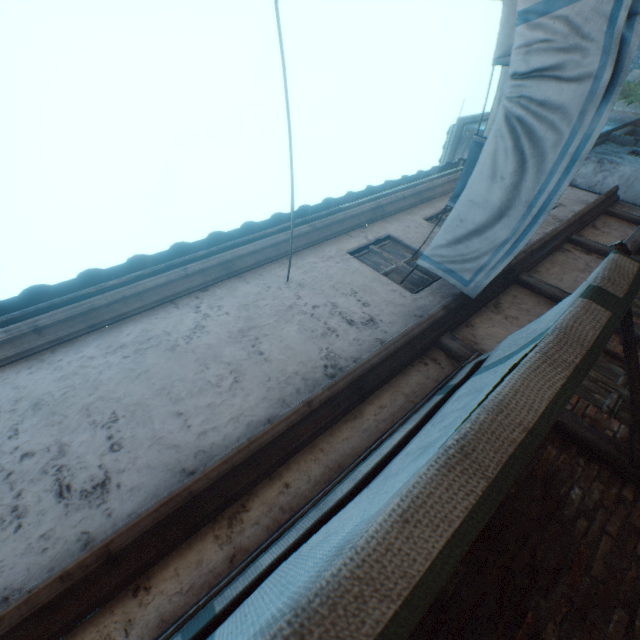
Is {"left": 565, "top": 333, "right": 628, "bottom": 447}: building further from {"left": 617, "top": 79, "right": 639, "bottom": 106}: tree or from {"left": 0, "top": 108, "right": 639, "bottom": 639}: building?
{"left": 617, "top": 79, "right": 639, "bottom": 106}: tree

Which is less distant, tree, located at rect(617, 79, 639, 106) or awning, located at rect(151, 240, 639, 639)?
awning, located at rect(151, 240, 639, 639)

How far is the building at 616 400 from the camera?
3.0m

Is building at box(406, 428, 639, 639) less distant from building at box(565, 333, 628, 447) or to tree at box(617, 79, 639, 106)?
building at box(565, 333, 628, 447)

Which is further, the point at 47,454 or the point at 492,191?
the point at 492,191

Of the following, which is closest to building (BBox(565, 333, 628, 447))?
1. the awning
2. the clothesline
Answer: the awning

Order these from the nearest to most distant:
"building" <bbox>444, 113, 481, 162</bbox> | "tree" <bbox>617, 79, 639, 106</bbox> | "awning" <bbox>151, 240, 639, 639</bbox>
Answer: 1. "awning" <bbox>151, 240, 639, 639</bbox>
2. "building" <bbox>444, 113, 481, 162</bbox>
3. "tree" <bbox>617, 79, 639, 106</bbox>

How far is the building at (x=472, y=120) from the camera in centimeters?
1212cm
